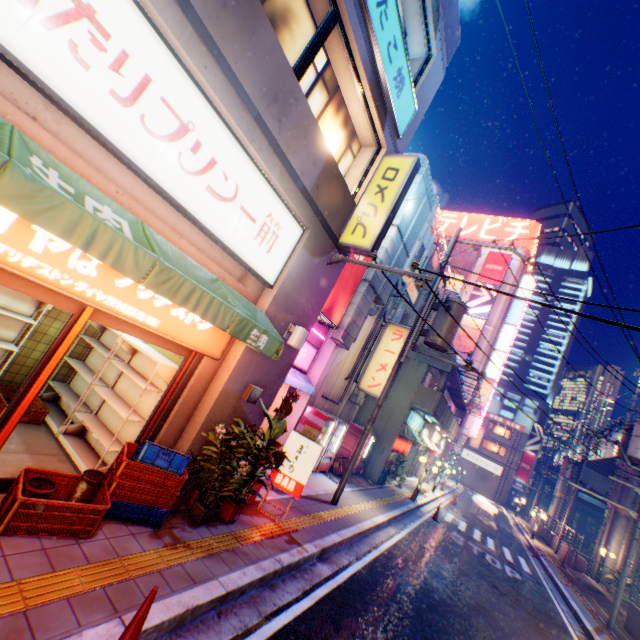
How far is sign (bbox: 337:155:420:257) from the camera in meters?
6.8 m

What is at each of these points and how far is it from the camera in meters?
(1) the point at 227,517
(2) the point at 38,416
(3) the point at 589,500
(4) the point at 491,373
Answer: (1) flower pot, 5.6
(2) plastic crate, 5.6
(3) overpass support, 56.0
(4) sign, 36.5

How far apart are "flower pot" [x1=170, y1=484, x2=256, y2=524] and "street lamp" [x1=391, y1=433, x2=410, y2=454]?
14.2 meters

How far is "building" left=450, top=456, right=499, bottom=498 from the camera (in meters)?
51.34

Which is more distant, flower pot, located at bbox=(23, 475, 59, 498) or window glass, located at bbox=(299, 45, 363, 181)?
window glass, located at bbox=(299, 45, 363, 181)

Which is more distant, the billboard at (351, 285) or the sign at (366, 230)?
the billboard at (351, 285)

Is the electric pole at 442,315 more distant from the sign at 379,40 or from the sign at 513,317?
the sign at 513,317

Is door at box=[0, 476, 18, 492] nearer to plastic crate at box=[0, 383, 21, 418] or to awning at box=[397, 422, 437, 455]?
plastic crate at box=[0, 383, 21, 418]
